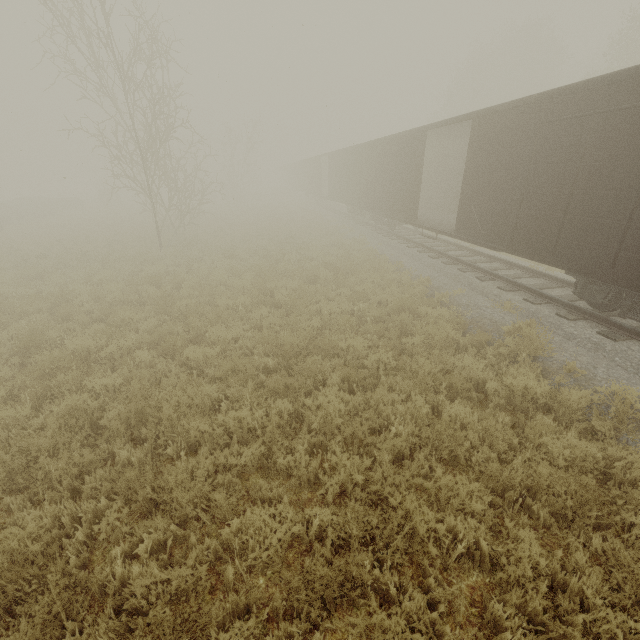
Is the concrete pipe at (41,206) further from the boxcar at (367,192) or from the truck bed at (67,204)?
the boxcar at (367,192)

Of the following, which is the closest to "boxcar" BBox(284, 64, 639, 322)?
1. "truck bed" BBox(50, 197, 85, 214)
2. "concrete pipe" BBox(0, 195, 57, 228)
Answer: "concrete pipe" BBox(0, 195, 57, 228)

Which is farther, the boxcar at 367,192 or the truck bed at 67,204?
the truck bed at 67,204

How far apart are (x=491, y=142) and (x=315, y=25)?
13.2 meters

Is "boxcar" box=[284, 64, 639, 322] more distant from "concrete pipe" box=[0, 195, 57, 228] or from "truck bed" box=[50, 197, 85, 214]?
"truck bed" box=[50, 197, 85, 214]

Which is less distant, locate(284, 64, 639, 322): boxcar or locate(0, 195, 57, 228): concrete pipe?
locate(284, 64, 639, 322): boxcar
